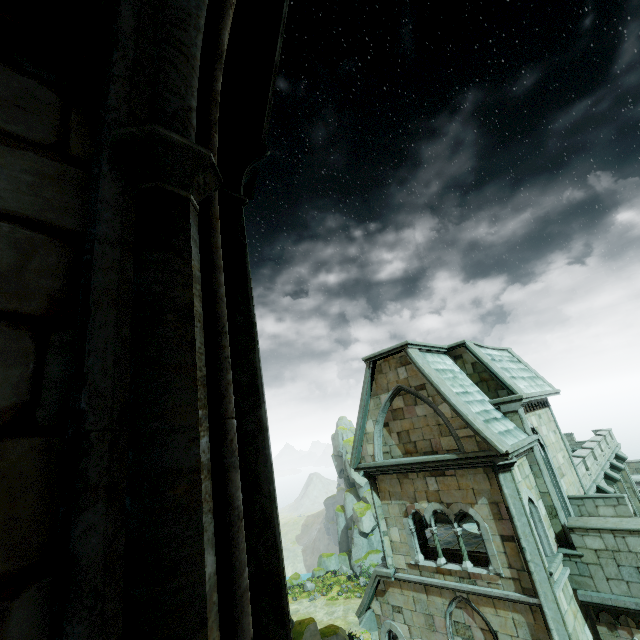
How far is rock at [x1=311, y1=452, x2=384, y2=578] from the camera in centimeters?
4953cm

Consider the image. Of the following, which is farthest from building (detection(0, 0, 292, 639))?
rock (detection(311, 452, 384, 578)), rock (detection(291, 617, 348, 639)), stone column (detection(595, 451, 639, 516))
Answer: rock (detection(311, 452, 384, 578))

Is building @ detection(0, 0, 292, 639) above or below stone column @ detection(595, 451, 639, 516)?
above

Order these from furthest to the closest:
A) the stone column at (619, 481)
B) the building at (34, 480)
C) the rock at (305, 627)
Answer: the rock at (305, 627) < the stone column at (619, 481) < the building at (34, 480)

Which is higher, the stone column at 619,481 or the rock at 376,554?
the stone column at 619,481

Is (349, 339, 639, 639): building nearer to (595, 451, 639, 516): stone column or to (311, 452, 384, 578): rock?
(595, 451, 639, 516): stone column

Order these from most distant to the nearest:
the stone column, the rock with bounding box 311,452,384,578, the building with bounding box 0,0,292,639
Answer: the rock with bounding box 311,452,384,578 < the stone column < the building with bounding box 0,0,292,639

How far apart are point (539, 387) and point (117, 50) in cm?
1888
